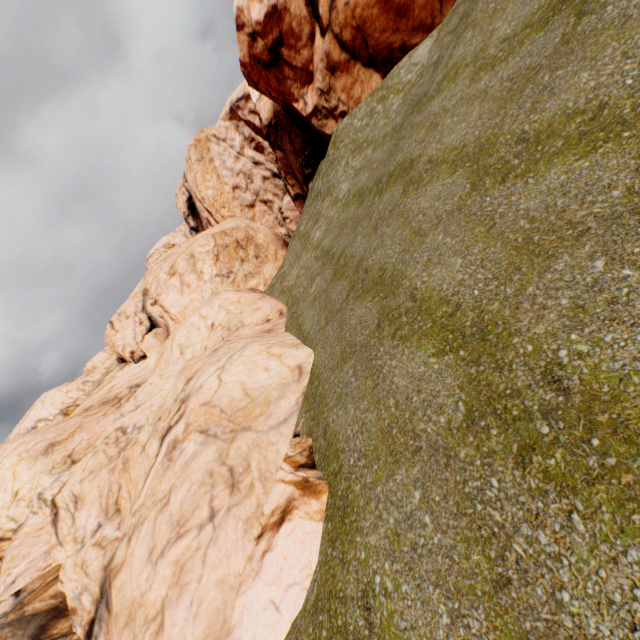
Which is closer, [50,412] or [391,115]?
[391,115]
